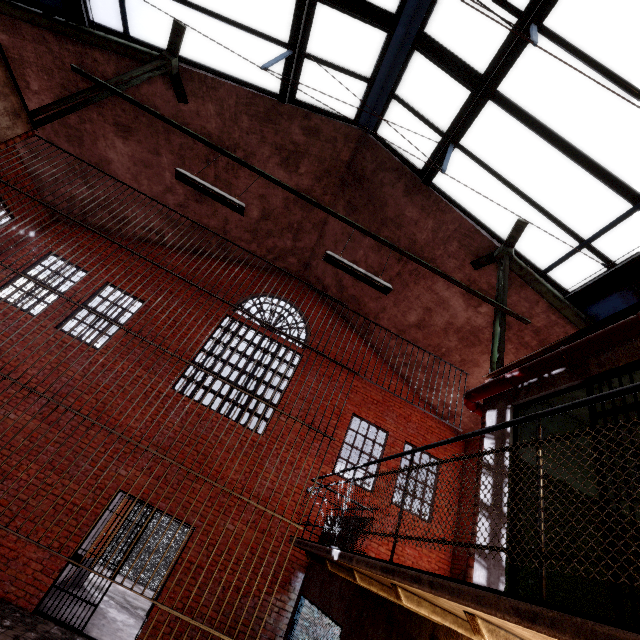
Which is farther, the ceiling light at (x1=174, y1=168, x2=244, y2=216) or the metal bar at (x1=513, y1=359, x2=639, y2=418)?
the ceiling light at (x1=174, y1=168, x2=244, y2=216)

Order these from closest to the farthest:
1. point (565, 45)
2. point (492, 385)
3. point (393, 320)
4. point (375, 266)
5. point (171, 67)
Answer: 1. point (492, 385)
2. point (565, 45)
3. point (171, 67)
4. point (375, 266)
5. point (393, 320)

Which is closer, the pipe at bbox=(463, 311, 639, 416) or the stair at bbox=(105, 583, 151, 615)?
the pipe at bbox=(463, 311, 639, 416)

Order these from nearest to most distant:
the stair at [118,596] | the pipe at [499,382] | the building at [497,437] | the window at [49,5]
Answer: the pipe at [499,382] → the building at [497,437] → the window at [49,5] → the stair at [118,596]

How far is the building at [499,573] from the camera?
3.3m

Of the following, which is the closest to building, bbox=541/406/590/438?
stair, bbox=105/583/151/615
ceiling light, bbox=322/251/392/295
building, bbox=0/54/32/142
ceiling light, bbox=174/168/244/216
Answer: ceiling light, bbox=322/251/392/295

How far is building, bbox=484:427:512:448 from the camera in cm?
415

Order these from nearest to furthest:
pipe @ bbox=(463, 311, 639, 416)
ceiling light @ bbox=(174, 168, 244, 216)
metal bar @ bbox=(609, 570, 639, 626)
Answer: metal bar @ bbox=(609, 570, 639, 626), pipe @ bbox=(463, 311, 639, 416), ceiling light @ bbox=(174, 168, 244, 216)
